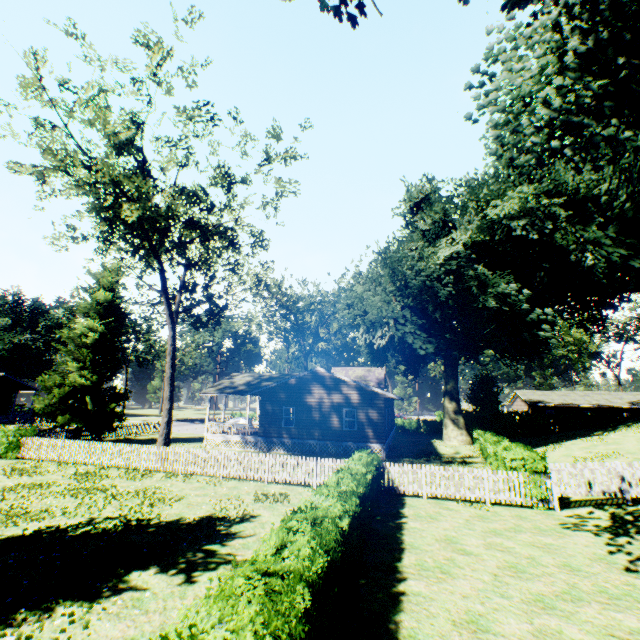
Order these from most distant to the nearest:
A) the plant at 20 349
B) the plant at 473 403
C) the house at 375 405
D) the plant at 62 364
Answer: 1. the plant at 20 349
2. the plant at 473 403
3. the plant at 62 364
4. the house at 375 405

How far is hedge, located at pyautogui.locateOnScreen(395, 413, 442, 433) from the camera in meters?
45.2

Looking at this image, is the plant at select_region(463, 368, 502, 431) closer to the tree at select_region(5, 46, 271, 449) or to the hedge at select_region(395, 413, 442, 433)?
the hedge at select_region(395, 413, 442, 433)

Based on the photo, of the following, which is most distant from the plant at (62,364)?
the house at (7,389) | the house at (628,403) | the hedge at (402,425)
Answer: the house at (7,389)

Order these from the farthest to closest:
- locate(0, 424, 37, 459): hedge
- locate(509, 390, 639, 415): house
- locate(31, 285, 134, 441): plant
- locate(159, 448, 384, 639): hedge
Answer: locate(509, 390, 639, 415): house → locate(31, 285, 134, 441): plant → locate(0, 424, 37, 459): hedge → locate(159, 448, 384, 639): hedge

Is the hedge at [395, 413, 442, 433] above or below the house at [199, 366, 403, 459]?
below

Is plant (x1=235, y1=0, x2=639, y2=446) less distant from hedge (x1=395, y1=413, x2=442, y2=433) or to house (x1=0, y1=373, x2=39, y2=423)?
hedge (x1=395, y1=413, x2=442, y2=433)

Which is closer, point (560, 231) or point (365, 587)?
point (365, 587)
